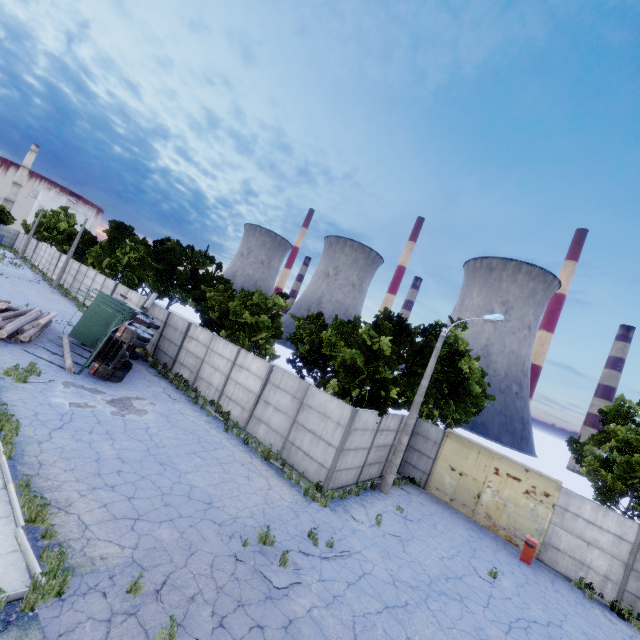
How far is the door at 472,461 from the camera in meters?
16.2 m

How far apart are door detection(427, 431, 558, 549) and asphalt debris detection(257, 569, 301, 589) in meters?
13.0 m

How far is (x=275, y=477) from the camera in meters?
13.1

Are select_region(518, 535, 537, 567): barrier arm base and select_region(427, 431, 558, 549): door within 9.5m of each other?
yes

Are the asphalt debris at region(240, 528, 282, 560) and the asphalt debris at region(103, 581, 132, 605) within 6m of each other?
yes

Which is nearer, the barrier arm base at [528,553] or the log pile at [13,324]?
the barrier arm base at [528,553]

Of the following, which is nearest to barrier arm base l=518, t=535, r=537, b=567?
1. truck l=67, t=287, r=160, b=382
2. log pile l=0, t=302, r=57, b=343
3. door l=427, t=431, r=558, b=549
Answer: door l=427, t=431, r=558, b=549

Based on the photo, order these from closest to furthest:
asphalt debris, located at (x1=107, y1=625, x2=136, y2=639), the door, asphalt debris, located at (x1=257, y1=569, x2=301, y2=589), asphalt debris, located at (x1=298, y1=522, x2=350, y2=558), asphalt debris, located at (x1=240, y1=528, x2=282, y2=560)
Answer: asphalt debris, located at (x1=107, y1=625, x2=136, y2=639)
asphalt debris, located at (x1=257, y1=569, x2=301, y2=589)
asphalt debris, located at (x1=240, y1=528, x2=282, y2=560)
asphalt debris, located at (x1=298, y1=522, x2=350, y2=558)
the door
